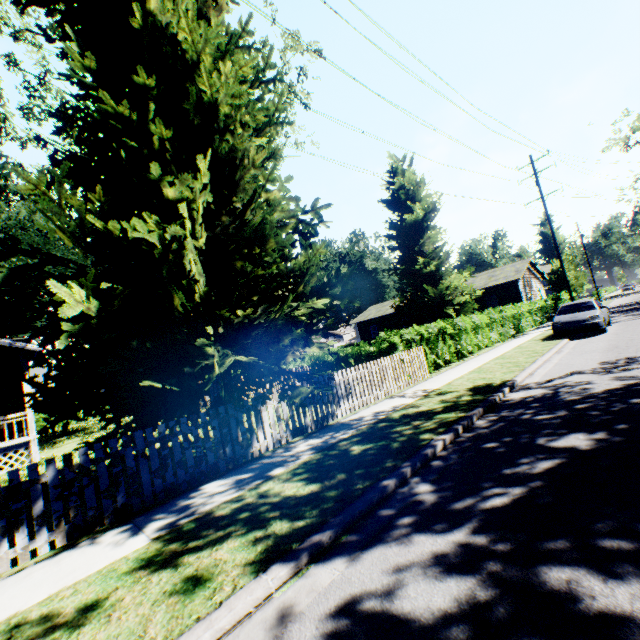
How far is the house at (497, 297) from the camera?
30.81m

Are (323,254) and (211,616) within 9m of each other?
yes

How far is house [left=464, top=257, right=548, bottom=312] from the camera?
30.8 meters

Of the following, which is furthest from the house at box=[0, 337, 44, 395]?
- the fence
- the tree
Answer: the tree

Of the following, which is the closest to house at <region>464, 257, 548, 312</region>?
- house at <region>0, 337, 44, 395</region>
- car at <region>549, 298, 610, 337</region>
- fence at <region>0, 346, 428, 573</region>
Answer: car at <region>549, 298, 610, 337</region>

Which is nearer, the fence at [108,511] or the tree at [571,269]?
the fence at [108,511]

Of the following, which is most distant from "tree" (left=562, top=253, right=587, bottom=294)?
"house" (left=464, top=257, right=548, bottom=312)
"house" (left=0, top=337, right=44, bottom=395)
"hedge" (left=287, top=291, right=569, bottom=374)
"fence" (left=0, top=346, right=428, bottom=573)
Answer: "house" (left=0, top=337, right=44, bottom=395)

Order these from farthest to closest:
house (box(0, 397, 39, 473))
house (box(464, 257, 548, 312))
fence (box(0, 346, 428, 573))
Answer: house (box(464, 257, 548, 312)) → house (box(0, 397, 39, 473)) → fence (box(0, 346, 428, 573))
